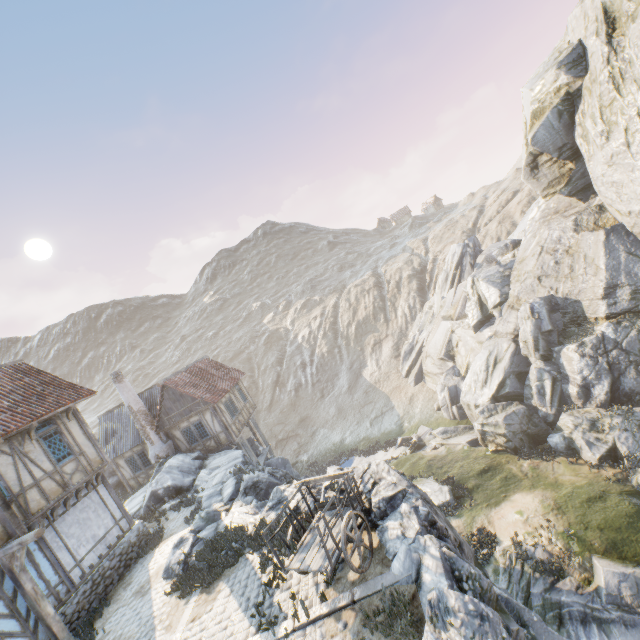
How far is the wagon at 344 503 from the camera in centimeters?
679cm

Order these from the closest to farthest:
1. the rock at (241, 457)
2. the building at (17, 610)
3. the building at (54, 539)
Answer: the building at (17, 610)
the building at (54, 539)
the rock at (241, 457)

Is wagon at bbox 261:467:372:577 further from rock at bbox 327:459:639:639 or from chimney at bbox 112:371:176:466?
chimney at bbox 112:371:176:466

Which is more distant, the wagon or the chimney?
the chimney

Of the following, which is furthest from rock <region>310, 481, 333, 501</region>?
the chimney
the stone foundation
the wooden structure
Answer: the wooden structure

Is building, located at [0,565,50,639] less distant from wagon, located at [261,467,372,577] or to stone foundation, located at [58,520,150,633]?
stone foundation, located at [58,520,150,633]

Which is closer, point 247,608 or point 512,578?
point 247,608

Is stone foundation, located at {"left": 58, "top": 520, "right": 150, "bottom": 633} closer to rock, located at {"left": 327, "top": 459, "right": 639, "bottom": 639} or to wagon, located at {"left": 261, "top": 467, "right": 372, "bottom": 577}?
rock, located at {"left": 327, "top": 459, "right": 639, "bottom": 639}
